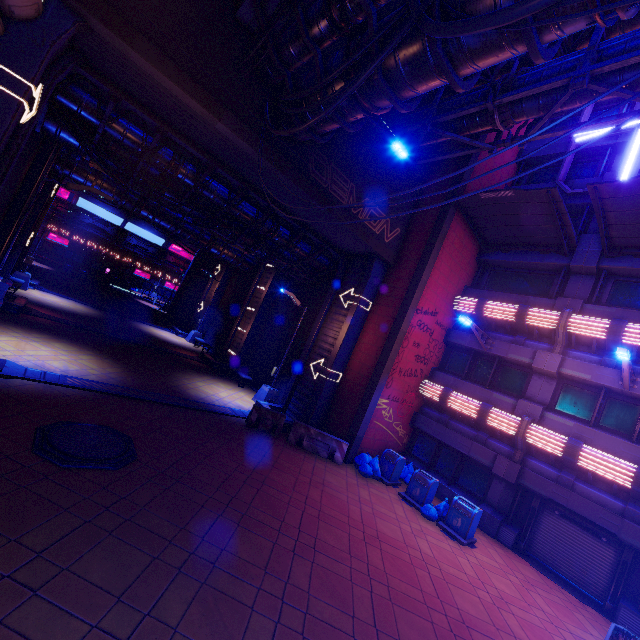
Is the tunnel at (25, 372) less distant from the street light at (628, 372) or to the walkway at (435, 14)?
the walkway at (435, 14)

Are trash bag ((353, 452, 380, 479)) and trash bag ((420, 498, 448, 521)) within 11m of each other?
yes

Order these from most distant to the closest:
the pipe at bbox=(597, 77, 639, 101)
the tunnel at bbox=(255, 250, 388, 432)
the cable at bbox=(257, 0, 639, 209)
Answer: the tunnel at bbox=(255, 250, 388, 432), the pipe at bbox=(597, 77, 639, 101), the cable at bbox=(257, 0, 639, 209)

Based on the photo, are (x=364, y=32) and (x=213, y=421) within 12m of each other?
A: no

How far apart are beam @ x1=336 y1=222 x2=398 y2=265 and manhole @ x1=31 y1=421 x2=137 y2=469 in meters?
9.2 m

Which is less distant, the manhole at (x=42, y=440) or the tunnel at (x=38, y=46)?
the manhole at (x=42, y=440)

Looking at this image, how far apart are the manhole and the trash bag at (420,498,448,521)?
9.8 meters

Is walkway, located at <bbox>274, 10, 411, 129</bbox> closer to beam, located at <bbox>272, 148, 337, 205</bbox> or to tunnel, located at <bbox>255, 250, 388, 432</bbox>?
beam, located at <bbox>272, 148, 337, 205</bbox>
